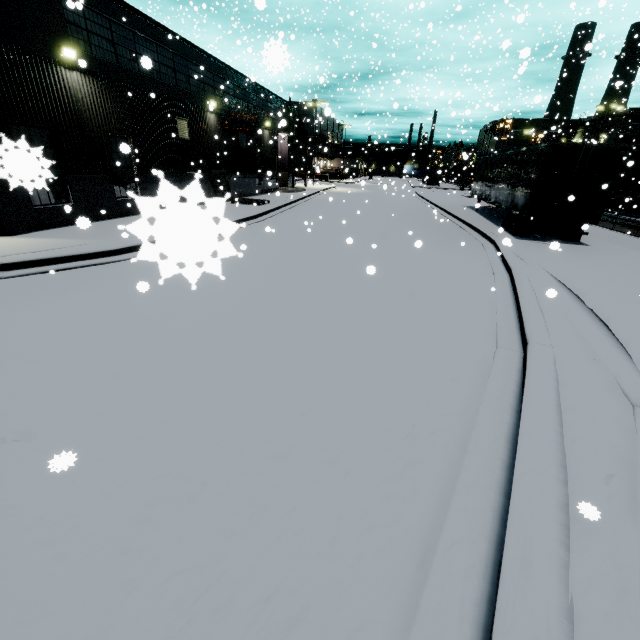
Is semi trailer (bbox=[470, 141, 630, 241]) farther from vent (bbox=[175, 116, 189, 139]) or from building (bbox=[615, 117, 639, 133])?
vent (bbox=[175, 116, 189, 139])

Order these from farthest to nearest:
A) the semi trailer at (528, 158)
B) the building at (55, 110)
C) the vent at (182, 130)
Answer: the vent at (182, 130)
the semi trailer at (528, 158)
the building at (55, 110)

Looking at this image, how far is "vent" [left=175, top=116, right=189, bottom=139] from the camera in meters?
16.7 m

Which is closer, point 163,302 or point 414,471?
point 414,471

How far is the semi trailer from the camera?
12.5m

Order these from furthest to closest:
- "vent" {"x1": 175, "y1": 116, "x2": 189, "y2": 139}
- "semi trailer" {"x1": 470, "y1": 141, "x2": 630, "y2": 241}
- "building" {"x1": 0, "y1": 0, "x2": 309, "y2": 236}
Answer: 1. "vent" {"x1": 175, "y1": 116, "x2": 189, "y2": 139}
2. "semi trailer" {"x1": 470, "y1": 141, "x2": 630, "y2": 241}
3. "building" {"x1": 0, "y1": 0, "x2": 309, "y2": 236}

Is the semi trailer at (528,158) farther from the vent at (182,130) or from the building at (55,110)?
the vent at (182,130)

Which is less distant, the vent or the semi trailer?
the semi trailer
